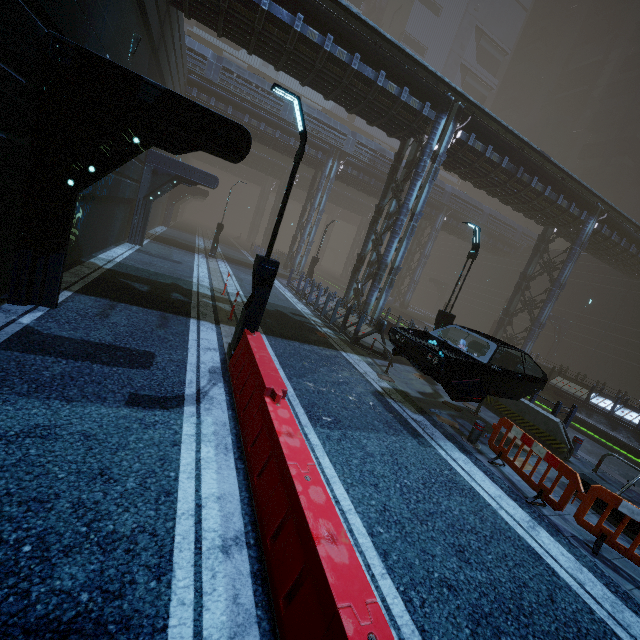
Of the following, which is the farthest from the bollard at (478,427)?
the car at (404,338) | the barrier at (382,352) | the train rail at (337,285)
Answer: the train rail at (337,285)

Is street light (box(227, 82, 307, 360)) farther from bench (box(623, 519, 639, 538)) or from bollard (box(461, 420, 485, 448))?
bench (box(623, 519, 639, 538))

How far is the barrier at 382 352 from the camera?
11.44m

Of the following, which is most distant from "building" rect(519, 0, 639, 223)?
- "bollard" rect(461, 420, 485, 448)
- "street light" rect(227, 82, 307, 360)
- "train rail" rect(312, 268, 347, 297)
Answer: "bollard" rect(461, 420, 485, 448)

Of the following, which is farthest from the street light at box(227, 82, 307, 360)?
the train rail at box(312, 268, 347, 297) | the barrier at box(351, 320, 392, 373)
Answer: the train rail at box(312, 268, 347, 297)

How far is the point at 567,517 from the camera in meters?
5.9 m

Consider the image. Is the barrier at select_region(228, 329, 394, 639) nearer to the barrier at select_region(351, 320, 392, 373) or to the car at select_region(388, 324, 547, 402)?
the car at select_region(388, 324, 547, 402)

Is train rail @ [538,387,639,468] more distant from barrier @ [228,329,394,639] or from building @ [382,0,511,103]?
barrier @ [228,329,394,639]
